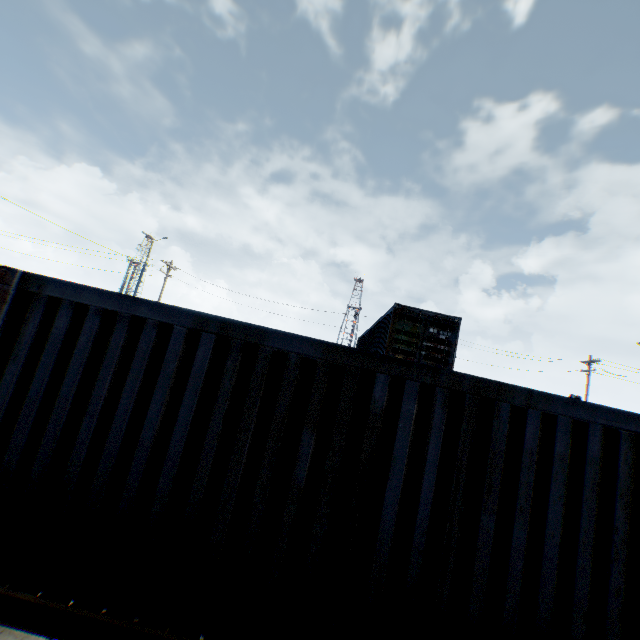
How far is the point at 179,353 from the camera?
3.2m
